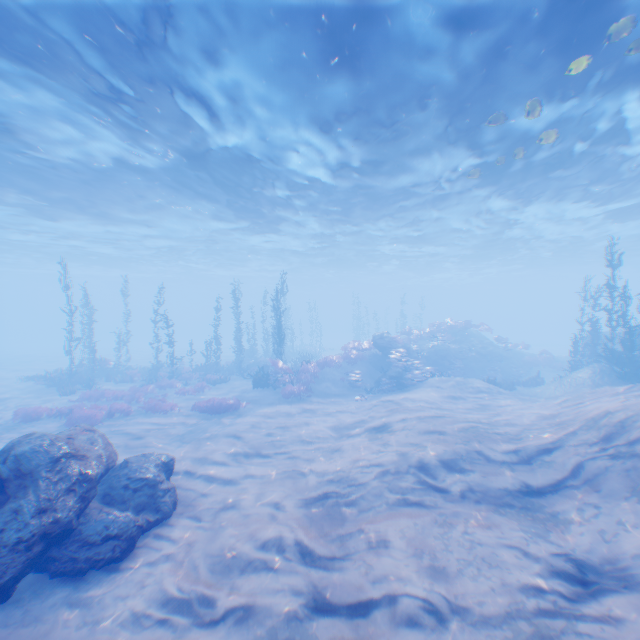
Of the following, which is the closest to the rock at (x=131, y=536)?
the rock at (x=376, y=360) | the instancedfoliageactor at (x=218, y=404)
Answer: the rock at (x=376, y=360)

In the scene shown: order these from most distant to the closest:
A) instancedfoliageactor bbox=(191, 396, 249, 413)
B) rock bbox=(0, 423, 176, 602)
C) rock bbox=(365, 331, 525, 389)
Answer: rock bbox=(365, 331, 525, 389) → instancedfoliageactor bbox=(191, 396, 249, 413) → rock bbox=(0, 423, 176, 602)

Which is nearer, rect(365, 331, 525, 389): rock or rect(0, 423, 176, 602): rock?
rect(0, 423, 176, 602): rock

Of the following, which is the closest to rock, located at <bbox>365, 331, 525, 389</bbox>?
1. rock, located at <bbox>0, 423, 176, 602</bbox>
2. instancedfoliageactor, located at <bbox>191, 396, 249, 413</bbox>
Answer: rock, located at <bbox>0, 423, 176, 602</bbox>

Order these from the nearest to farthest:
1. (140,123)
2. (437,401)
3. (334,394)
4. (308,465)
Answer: (308,465), (140,123), (437,401), (334,394)

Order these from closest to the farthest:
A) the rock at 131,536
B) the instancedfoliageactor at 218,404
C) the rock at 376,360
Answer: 1. the rock at 131,536
2. the instancedfoliageactor at 218,404
3. the rock at 376,360

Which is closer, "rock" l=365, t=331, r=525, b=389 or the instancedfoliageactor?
the instancedfoliageactor
